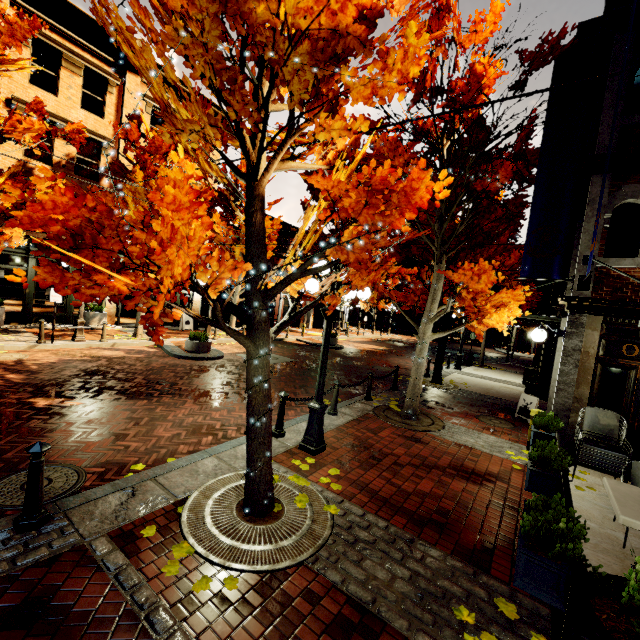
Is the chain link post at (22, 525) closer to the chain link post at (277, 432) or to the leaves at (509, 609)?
the chain link post at (277, 432)

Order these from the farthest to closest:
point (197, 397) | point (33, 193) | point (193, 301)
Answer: point (193, 301) → point (197, 397) → point (33, 193)

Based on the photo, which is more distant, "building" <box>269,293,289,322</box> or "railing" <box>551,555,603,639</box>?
"building" <box>269,293,289,322</box>

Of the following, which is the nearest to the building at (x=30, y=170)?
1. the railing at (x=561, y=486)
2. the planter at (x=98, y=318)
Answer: the planter at (x=98, y=318)

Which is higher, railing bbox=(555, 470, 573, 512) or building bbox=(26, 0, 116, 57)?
building bbox=(26, 0, 116, 57)

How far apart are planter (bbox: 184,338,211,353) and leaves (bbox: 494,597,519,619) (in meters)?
11.92

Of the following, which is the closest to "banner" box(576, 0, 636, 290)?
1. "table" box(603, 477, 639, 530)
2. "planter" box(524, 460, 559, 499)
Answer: "table" box(603, 477, 639, 530)

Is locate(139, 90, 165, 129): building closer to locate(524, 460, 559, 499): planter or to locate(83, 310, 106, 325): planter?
locate(83, 310, 106, 325): planter
